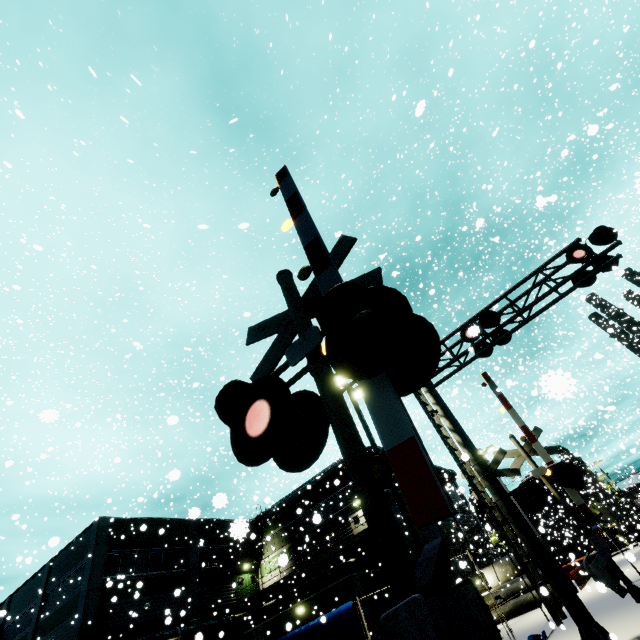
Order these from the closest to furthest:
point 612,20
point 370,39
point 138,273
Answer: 1. point 370,39
2. point 612,20
3. point 138,273

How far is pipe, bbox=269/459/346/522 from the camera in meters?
30.4

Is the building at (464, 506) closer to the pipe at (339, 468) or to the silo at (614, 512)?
the pipe at (339, 468)

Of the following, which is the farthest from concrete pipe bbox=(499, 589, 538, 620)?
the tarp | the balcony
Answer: the balcony

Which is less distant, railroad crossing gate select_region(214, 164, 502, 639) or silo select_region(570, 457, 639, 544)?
railroad crossing gate select_region(214, 164, 502, 639)

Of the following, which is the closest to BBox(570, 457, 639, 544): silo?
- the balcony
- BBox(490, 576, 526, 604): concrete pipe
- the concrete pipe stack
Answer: the concrete pipe stack

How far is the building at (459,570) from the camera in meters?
17.3

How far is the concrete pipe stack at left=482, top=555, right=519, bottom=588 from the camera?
30.4 meters
